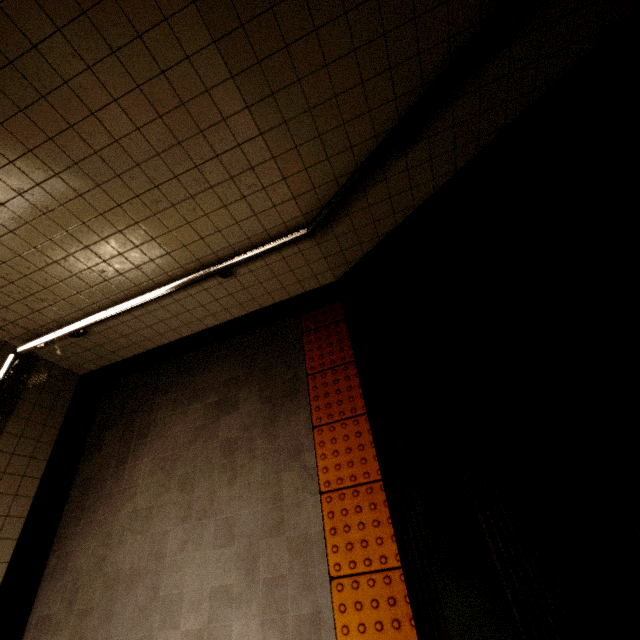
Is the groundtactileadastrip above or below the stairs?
below

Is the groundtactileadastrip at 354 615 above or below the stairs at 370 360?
below

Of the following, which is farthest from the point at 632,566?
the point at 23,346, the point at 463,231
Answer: the point at 23,346
